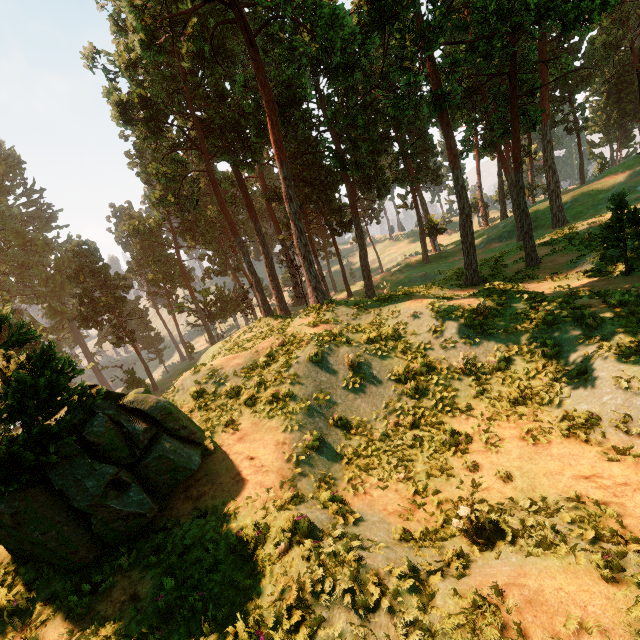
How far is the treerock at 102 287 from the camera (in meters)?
43.62

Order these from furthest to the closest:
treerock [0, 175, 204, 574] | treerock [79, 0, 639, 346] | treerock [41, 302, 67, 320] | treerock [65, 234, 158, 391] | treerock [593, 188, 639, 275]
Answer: treerock [41, 302, 67, 320]
treerock [65, 234, 158, 391]
treerock [79, 0, 639, 346]
treerock [593, 188, 639, 275]
treerock [0, 175, 204, 574]

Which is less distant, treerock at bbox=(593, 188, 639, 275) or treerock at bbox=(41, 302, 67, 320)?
treerock at bbox=(593, 188, 639, 275)

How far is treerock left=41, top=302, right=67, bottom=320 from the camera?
57.8m

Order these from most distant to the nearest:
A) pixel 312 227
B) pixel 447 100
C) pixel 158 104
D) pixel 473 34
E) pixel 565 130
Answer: pixel 565 130
pixel 473 34
pixel 312 227
pixel 158 104
pixel 447 100

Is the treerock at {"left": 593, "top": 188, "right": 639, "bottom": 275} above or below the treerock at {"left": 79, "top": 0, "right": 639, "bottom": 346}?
below
